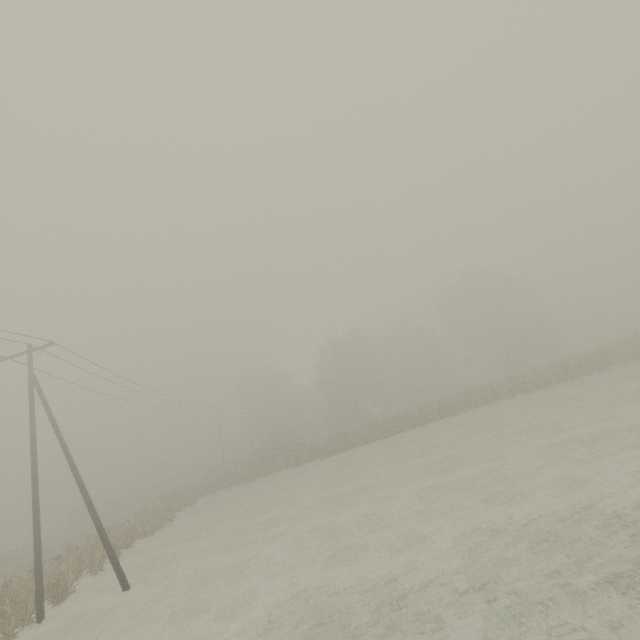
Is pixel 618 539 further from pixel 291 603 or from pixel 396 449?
pixel 396 449

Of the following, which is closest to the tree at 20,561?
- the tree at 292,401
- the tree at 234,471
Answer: the tree at 234,471

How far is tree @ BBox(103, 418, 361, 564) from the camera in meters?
25.2

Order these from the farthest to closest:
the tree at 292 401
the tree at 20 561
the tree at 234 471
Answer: the tree at 292 401
the tree at 234 471
the tree at 20 561

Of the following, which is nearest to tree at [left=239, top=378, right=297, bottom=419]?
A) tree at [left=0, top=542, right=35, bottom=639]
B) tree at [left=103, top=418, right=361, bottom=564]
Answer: tree at [left=103, top=418, right=361, bottom=564]

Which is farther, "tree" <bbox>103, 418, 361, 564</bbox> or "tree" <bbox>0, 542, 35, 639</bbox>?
"tree" <bbox>103, 418, 361, 564</bbox>

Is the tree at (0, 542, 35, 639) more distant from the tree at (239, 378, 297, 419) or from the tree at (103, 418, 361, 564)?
the tree at (239, 378, 297, 419)
